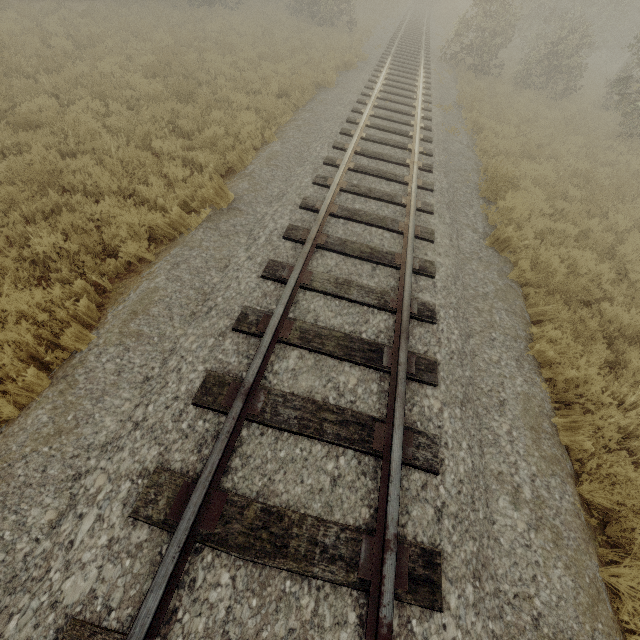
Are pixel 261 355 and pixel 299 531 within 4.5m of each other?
yes

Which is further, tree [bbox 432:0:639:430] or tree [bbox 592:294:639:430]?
tree [bbox 432:0:639:430]

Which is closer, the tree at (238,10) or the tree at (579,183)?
the tree at (579,183)

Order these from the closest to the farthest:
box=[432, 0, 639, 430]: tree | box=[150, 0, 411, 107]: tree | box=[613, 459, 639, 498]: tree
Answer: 1. box=[613, 459, 639, 498]: tree
2. box=[432, 0, 639, 430]: tree
3. box=[150, 0, 411, 107]: tree

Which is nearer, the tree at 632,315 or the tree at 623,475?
the tree at 623,475

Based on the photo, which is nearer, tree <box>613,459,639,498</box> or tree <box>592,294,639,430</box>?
tree <box>613,459,639,498</box>
